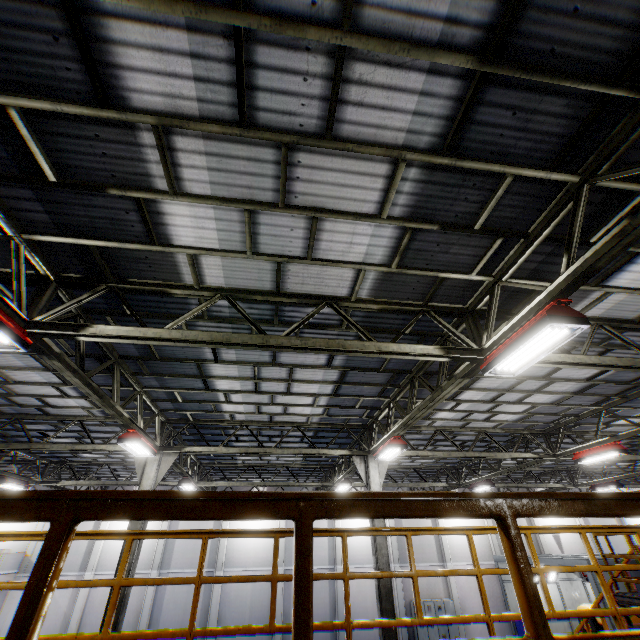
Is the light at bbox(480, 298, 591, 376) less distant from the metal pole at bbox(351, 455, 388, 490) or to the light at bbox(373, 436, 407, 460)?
the light at bbox(373, 436, 407, 460)

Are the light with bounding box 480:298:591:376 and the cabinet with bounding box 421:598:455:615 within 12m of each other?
no

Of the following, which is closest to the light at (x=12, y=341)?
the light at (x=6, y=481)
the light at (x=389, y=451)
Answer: the light at (x=389, y=451)

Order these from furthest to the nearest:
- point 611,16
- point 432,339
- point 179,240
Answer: point 432,339 → point 179,240 → point 611,16

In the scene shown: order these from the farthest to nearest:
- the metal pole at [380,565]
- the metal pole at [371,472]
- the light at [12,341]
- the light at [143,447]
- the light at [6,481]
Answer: the light at [6,481], the metal pole at [371,472], the metal pole at [380,565], the light at [143,447], the light at [12,341]

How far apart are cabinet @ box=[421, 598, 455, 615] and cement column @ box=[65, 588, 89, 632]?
20.3 meters

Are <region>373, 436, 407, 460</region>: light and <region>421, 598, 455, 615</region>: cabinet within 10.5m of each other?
no

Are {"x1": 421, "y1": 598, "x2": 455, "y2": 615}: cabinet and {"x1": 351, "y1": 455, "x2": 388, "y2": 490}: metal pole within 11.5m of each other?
no
